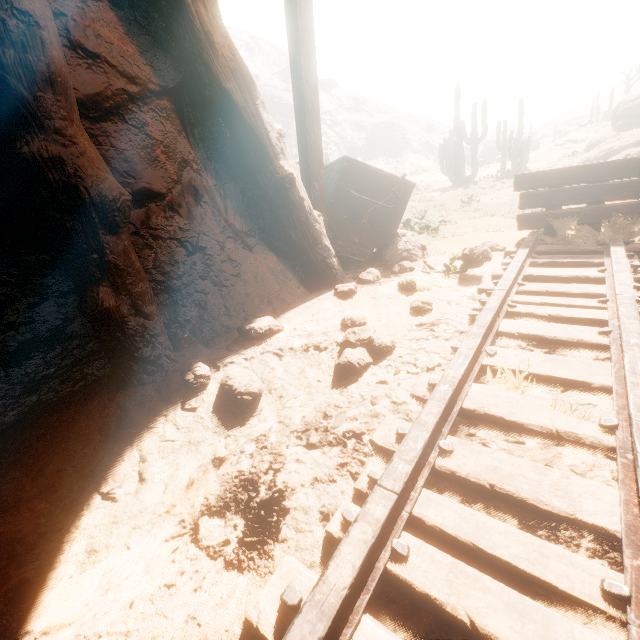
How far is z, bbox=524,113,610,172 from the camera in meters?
23.8

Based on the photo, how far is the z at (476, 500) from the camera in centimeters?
96cm

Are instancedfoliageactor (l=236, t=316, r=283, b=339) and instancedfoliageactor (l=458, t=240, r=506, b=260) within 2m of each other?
no

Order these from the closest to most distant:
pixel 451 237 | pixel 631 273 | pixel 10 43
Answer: pixel 10 43 → pixel 631 273 → pixel 451 237

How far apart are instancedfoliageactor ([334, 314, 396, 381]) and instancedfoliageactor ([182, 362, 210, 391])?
0.85m

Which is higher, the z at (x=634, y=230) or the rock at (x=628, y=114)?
the rock at (x=628, y=114)

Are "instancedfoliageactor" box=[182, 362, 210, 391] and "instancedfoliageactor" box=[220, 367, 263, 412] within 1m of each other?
yes

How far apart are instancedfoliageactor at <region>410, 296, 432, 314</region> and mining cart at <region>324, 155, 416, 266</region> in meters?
1.7
